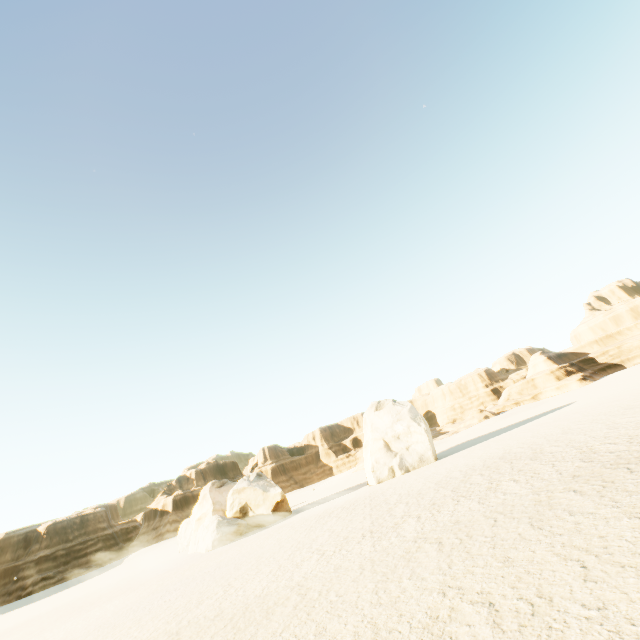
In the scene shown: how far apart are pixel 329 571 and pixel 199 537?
25.0 meters

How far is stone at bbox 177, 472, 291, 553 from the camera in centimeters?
2709cm

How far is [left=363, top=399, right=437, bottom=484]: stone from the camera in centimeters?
2876cm

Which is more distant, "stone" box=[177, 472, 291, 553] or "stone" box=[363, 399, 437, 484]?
"stone" box=[363, 399, 437, 484]

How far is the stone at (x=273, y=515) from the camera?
27.09m

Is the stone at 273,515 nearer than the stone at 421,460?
Yes
